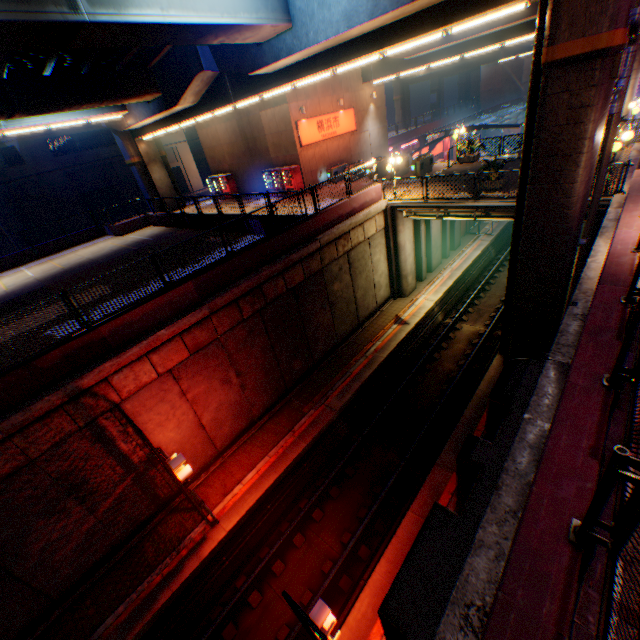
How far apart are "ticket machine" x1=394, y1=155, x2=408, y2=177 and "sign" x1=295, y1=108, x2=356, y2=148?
5.7m

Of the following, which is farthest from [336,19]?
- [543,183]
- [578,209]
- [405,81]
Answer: [405,81]

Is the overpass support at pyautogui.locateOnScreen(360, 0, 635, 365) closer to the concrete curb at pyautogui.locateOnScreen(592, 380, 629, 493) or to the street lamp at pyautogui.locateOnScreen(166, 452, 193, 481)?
the concrete curb at pyautogui.locateOnScreen(592, 380, 629, 493)

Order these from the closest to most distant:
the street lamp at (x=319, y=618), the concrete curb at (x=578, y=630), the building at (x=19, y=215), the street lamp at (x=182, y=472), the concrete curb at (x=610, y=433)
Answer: the concrete curb at (x=578, y=630) < the concrete curb at (x=610, y=433) < the street lamp at (x=319, y=618) < the street lamp at (x=182, y=472) < the building at (x=19, y=215)

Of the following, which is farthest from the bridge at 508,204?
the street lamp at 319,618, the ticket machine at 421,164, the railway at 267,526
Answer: the street lamp at 319,618

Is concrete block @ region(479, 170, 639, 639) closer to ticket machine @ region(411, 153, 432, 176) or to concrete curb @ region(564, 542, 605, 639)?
concrete curb @ region(564, 542, 605, 639)

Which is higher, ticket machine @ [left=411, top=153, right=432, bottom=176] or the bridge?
ticket machine @ [left=411, top=153, right=432, bottom=176]

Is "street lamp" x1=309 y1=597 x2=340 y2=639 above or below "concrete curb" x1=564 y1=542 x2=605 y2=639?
below
